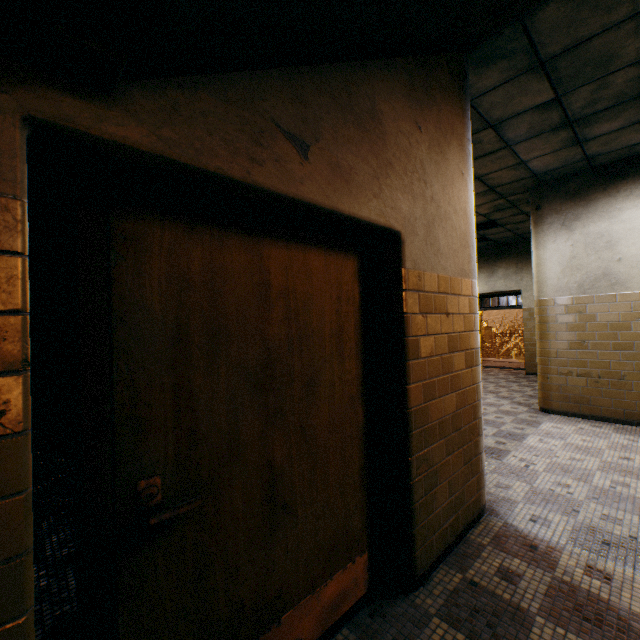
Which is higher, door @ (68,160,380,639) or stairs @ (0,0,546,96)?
stairs @ (0,0,546,96)

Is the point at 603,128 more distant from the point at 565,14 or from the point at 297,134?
the point at 297,134

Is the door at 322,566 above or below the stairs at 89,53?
below
